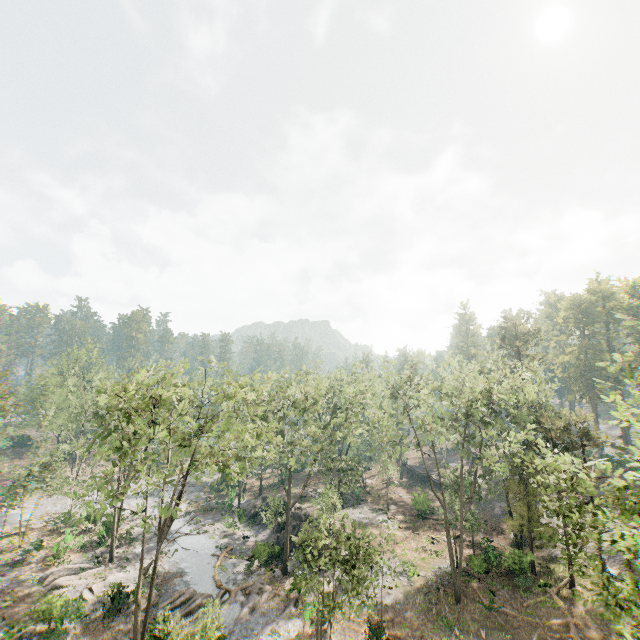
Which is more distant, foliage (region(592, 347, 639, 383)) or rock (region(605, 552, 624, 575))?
rock (region(605, 552, 624, 575))

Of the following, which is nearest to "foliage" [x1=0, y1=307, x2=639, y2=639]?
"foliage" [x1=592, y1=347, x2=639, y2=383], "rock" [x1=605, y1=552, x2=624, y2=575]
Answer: "rock" [x1=605, y1=552, x2=624, y2=575]

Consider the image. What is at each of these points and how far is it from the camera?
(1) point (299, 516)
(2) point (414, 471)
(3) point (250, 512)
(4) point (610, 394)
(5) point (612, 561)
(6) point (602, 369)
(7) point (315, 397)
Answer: (1) rock, 37.0 meters
(2) ground embankment, 57.6 meters
(3) rock, 43.0 meters
(4) foliage, 8.7 meters
(5) rock, 29.6 meters
(6) foliage, 59.5 meters
(7) foliage, 31.1 meters

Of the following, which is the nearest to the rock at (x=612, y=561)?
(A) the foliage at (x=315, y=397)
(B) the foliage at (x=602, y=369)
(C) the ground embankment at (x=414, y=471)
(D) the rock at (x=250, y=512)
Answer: (A) the foliage at (x=315, y=397)

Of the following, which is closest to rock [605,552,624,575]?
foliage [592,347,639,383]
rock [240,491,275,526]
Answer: foliage [592,347,639,383]

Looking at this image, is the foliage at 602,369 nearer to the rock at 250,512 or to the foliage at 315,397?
the foliage at 315,397

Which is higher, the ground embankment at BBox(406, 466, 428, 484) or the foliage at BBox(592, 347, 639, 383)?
the foliage at BBox(592, 347, 639, 383)

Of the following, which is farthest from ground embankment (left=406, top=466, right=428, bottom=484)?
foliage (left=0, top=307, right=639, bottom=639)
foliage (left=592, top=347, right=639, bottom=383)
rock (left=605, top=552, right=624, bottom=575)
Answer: foliage (left=592, top=347, right=639, bottom=383)
